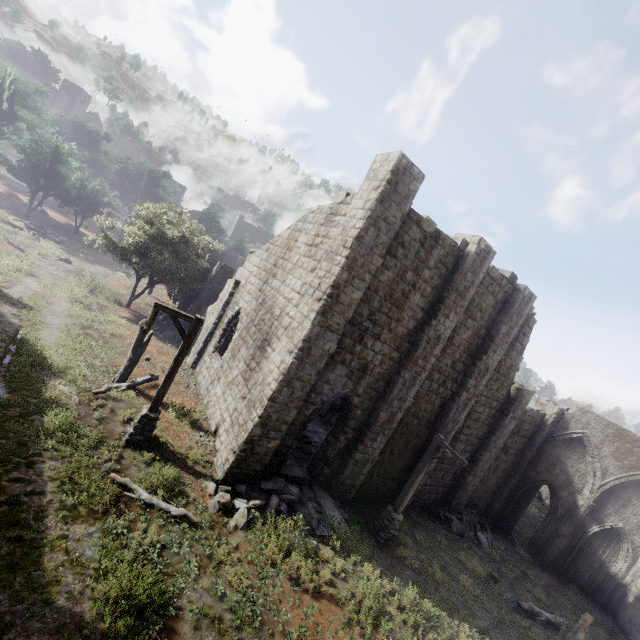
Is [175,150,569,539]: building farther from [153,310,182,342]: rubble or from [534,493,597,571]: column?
[534,493,597,571]: column

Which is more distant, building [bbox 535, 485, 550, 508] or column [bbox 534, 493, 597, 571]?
building [bbox 535, 485, 550, 508]

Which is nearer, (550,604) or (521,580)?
(550,604)

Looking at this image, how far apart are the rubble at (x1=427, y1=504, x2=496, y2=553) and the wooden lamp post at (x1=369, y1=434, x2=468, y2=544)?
6.4m

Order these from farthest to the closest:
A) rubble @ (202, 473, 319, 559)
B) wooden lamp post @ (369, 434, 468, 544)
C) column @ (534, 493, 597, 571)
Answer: column @ (534, 493, 597, 571) < wooden lamp post @ (369, 434, 468, 544) < rubble @ (202, 473, 319, 559)

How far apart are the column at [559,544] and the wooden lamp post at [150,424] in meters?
23.5 m

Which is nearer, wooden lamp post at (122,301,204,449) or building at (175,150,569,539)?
wooden lamp post at (122,301,204,449)

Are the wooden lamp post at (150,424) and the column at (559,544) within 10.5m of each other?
no
